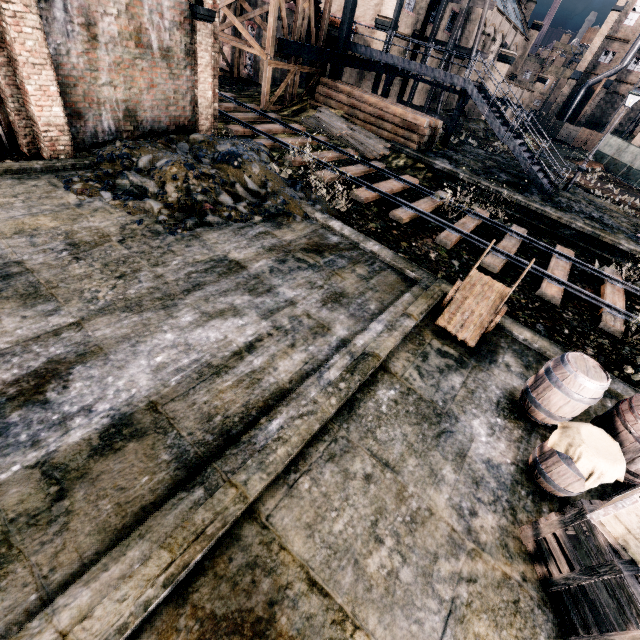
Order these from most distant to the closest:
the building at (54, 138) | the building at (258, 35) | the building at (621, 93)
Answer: the building at (621, 93) < the building at (258, 35) < the building at (54, 138)

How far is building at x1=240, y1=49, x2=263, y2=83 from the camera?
26.5m

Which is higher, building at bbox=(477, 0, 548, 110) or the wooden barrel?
building at bbox=(477, 0, 548, 110)

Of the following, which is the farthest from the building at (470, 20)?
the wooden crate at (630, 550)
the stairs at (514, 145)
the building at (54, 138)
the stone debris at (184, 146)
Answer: the wooden crate at (630, 550)

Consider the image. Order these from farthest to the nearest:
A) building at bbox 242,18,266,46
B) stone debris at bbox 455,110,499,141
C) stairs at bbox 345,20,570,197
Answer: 1. stone debris at bbox 455,110,499,141
2. building at bbox 242,18,266,46
3. stairs at bbox 345,20,570,197

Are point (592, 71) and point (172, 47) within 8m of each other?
no

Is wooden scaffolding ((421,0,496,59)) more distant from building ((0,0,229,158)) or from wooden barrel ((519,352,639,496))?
wooden barrel ((519,352,639,496))

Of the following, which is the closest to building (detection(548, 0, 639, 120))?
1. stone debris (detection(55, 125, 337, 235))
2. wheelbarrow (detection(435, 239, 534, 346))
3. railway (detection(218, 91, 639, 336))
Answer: railway (detection(218, 91, 639, 336))
